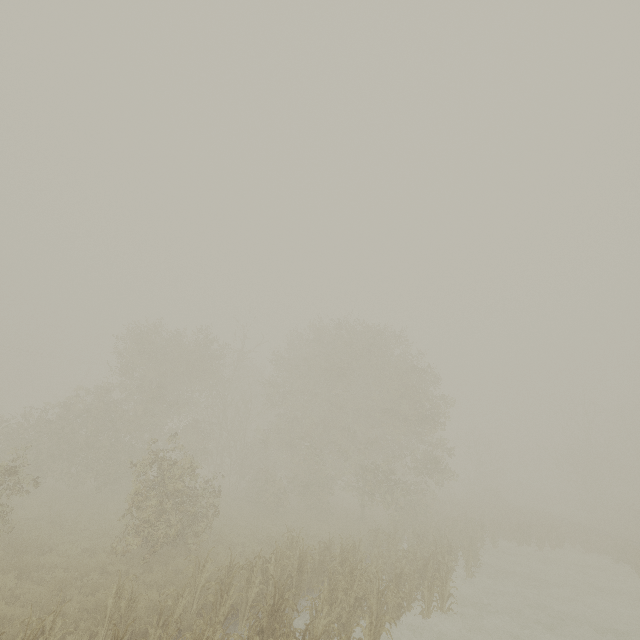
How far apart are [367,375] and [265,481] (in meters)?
10.72
